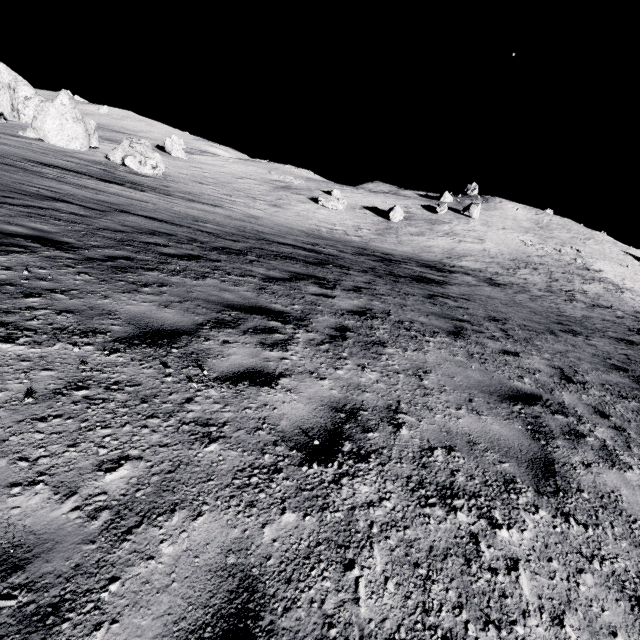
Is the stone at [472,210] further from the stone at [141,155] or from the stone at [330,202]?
the stone at [141,155]

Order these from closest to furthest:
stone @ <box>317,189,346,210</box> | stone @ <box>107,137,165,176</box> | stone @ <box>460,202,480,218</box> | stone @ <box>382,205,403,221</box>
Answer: stone @ <box>107,137,165,176</box> < stone @ <box>317,189,346,210</box> < stone @ <box>382,205,403,221</box> < stone @ <box>460,202,480,218</box>

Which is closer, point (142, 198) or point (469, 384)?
point (469, 384)

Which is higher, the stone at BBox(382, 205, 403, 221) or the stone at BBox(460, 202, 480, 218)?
the stone at BBox(460, 202, 480, 218)

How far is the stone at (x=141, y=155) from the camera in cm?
2992

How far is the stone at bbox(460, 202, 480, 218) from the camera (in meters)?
52.44

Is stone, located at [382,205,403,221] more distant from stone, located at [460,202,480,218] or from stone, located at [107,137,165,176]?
stone, located at [107,137,165,176]

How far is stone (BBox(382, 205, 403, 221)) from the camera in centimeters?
4294cm
